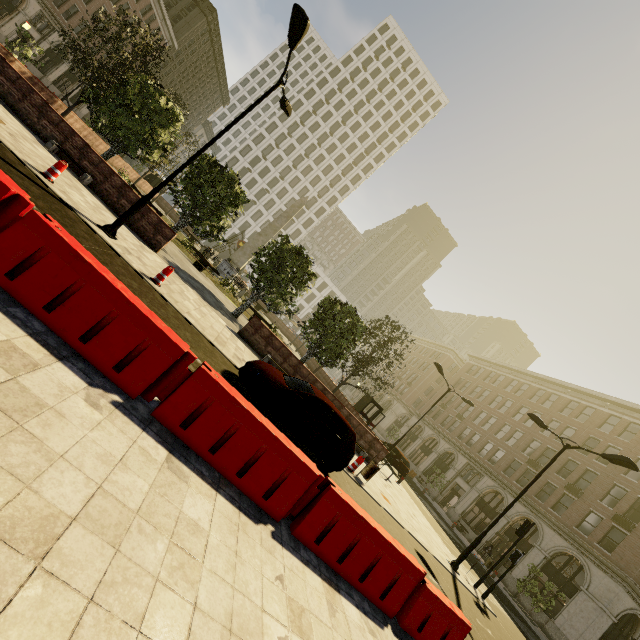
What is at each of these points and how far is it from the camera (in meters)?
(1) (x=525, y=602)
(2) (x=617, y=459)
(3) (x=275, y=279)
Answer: (1) building, 25.09
(2) street light, 12.49
(3) tree, 18.25

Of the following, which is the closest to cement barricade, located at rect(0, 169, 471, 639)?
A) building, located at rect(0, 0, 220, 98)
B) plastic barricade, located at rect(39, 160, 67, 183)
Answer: building, located at rect(0, 0, 220, 98)

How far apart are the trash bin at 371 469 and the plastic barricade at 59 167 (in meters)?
13.86

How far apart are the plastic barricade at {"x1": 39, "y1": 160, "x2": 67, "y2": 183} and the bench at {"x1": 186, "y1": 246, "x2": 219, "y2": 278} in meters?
13.1 m

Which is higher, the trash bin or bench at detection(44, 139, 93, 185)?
the trash bin

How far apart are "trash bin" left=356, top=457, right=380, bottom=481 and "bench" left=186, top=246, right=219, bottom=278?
16.5 meters

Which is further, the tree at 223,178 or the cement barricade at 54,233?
the tree at 223,178

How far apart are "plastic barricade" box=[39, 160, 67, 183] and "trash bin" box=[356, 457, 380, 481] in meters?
13.9 m
